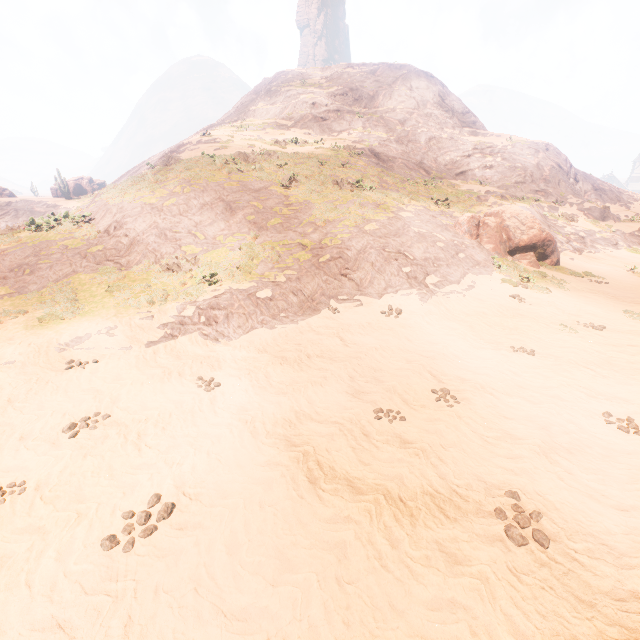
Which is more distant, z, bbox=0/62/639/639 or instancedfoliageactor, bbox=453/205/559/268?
instancedfoliageactor, bbox=453/205/559/268

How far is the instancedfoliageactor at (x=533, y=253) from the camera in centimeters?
1586cm

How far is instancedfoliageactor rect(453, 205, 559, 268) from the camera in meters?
Result: 15.9

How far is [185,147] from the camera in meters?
24.7

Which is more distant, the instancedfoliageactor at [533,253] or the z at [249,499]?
the instancedfoliageactor at [533,253]
